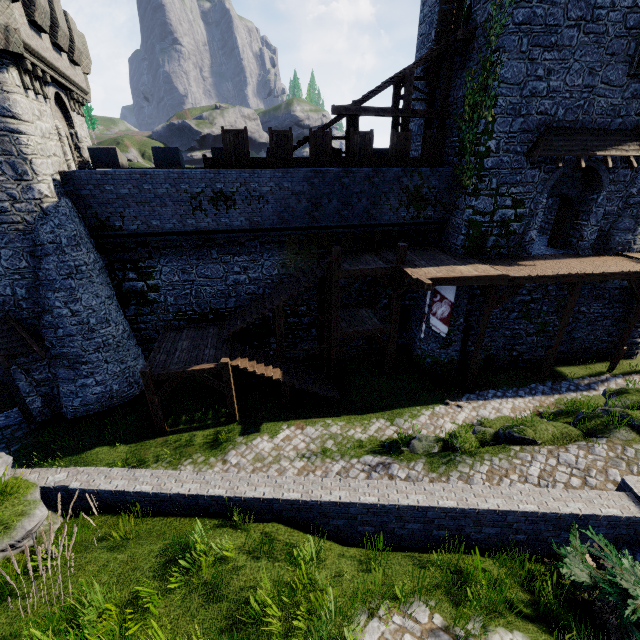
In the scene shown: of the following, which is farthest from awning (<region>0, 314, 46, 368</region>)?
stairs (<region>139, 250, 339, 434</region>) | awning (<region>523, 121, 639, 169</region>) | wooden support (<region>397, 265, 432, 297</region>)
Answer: awning (<region>523, 121, 639, 169</region>)

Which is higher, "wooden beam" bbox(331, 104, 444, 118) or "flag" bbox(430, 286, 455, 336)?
"wooden beam" bbox(331, 104, 444, 118)

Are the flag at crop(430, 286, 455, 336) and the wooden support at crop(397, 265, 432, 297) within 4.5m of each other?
yes

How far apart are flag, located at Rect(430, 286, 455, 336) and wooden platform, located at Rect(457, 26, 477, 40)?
10.6m

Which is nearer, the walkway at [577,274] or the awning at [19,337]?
the awning at [19,337]

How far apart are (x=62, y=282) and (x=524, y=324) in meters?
21.8 m

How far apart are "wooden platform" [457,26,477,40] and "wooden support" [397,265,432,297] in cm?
1007

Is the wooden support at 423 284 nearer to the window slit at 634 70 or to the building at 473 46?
the building at 473 46
